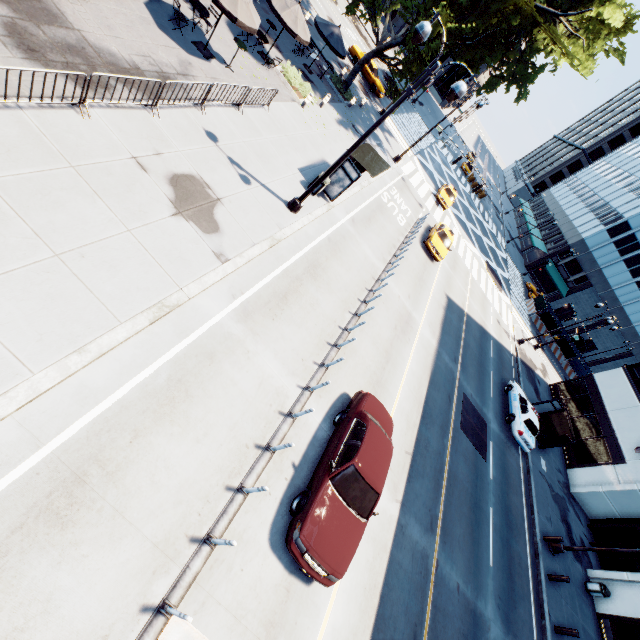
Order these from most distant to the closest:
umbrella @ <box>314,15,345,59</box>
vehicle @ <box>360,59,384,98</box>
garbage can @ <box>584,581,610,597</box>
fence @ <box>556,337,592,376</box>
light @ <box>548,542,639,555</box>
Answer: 1. fence @ <box>556,337,592,376</box>
2. vehicle @ <box>360,59,384,98</box>
3. umbrella @ <box>314,15,345,59</box>
4. garbage can @ <box>584,581,610,597</box>
5. light @ <box>548,542,639,555</box>

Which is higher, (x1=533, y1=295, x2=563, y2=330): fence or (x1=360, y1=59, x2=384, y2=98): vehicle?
(x1=533, y1=295, x2=563, y2=330): fence

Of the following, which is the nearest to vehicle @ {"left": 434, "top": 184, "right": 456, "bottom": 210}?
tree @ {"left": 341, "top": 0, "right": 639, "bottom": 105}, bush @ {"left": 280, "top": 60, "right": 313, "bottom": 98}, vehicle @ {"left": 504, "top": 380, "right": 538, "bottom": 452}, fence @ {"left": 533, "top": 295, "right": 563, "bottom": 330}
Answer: tree @ {"left": 341, "top": 0, "right": 639, "bottom": 105}

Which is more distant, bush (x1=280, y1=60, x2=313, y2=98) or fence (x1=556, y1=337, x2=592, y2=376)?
fence (x1=556, y1=337, x2=592, y2=376)

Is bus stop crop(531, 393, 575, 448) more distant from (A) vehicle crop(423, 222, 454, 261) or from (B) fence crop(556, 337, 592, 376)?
(B) fence crop(556, 337, 592, 376)

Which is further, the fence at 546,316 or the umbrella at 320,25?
the fence at 546,316

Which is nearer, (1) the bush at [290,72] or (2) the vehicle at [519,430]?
(1) the bush at [290,72]

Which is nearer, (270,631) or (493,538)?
(270,631)
